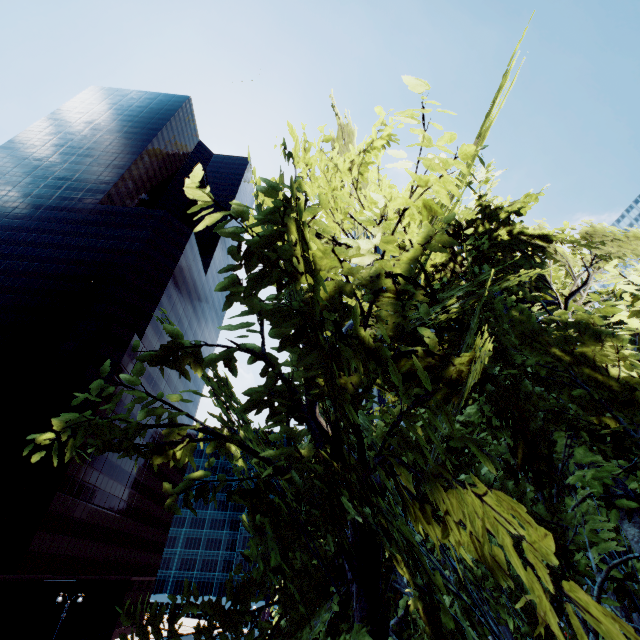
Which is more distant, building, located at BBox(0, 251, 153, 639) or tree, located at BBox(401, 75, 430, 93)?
→ building, located at BBox(0, 251, 153, 639)

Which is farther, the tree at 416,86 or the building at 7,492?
the building at 7,492

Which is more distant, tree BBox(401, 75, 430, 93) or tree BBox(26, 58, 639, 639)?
tree BBox(401, 75, 430, 93)

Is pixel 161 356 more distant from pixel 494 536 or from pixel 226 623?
pixel 226 623

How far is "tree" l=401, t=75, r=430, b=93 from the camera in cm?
327

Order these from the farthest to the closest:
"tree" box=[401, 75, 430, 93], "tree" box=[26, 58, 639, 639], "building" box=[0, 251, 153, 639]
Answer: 1. "building" box=[0, 251, 153, 639]
2. "tree" box=[401, 75, 430, 93]
3. "tree" box=[26, 58, 639, 639]

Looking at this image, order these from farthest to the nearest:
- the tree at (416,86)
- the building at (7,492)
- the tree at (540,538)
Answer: the building at (7,492), the tree at (416,86), the tree at (540,538)
